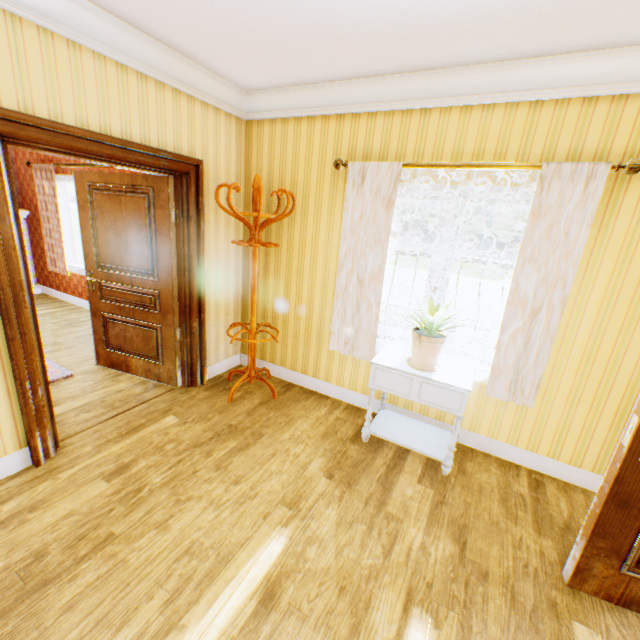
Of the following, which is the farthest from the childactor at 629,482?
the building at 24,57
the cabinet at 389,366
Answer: the cabinet at 389,366

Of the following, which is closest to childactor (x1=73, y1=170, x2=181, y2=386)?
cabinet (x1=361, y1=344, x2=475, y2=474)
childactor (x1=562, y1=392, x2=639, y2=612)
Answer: cabinet (x1=361, y1=344, x2=475, y2=474)

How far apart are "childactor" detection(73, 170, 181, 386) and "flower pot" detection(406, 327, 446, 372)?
2.48m

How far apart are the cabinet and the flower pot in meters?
0.0

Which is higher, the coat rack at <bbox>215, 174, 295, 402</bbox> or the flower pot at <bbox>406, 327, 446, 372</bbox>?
the coat rack at <bbox>215, 174, 295, 402</bbox>

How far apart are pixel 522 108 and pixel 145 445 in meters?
4.1

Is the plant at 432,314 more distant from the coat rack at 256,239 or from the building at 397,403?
the coat rack at 256,239

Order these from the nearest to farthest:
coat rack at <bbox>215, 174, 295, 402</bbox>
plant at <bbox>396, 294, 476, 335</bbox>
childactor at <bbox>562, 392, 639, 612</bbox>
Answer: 1. childactor at <bbox>562, 392, 639, 612</bbox>
2. plant at <bbox>396, 294, 476, 335</bbox>
3. coat rack at <bbox>215, 174, 295, 402</bbox>
